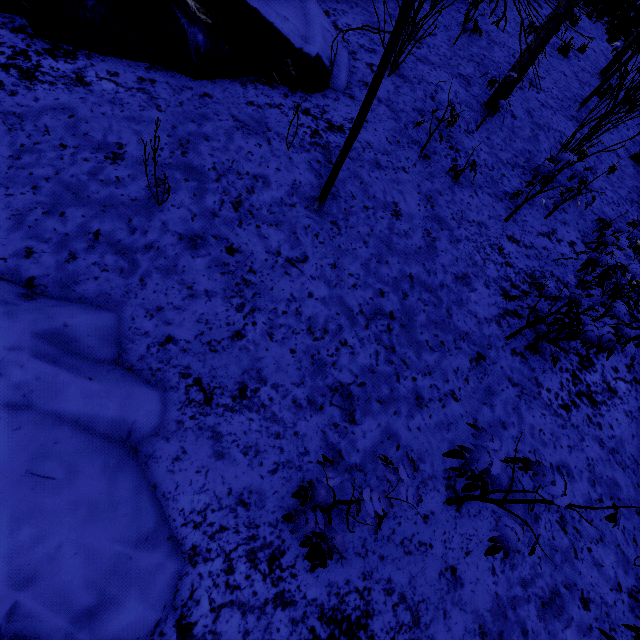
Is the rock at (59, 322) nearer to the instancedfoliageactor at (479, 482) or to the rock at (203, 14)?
the instancedfoliageactor at (479, 482)

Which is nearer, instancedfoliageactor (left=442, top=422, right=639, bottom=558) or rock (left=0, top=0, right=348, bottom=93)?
instancedfoliageactor (left=442, top=422, right=639, bottom=558)

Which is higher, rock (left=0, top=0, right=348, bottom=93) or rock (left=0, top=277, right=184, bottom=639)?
rock (left=0, top=0, right=348, bottom=93)

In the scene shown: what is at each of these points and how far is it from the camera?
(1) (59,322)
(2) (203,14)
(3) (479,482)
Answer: (1) rock, 2.1 meters
(2) rock, 3.6 meters
(3) instancedfoliageactor, 2.3 meters

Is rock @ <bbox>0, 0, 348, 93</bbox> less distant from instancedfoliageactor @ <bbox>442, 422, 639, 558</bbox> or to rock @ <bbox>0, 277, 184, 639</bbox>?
rock @ <bbox>0, 277, 184, 639</bbox>

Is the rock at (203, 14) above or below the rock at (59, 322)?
above

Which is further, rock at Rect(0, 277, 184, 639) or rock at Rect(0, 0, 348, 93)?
rock at Rect(0, 0, 348, 93)
